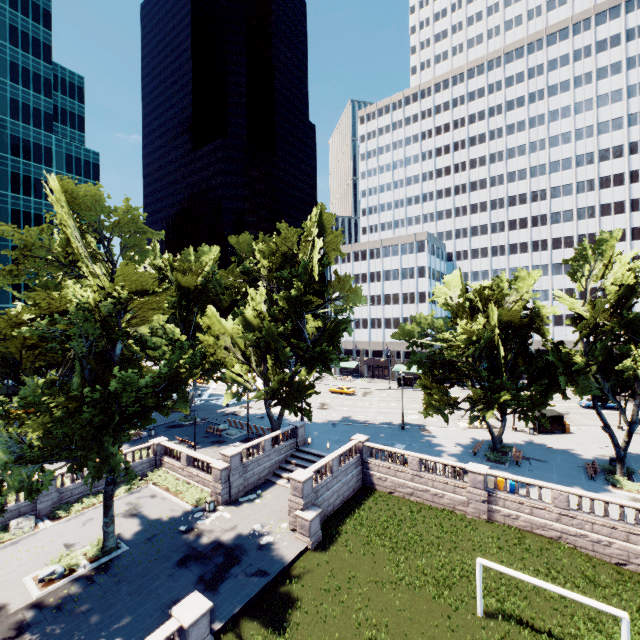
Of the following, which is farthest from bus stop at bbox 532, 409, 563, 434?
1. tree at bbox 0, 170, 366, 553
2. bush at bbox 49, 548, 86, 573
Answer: bush at bbox 49, 548, 86, 573

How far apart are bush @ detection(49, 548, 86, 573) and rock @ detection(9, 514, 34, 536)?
5.31m

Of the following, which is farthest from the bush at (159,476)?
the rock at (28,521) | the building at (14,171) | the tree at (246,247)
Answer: the building at (14,171)

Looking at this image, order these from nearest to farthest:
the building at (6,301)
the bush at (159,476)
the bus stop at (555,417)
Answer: the bush at (159,476), the bus stop at (555,417), the building at (6,301)

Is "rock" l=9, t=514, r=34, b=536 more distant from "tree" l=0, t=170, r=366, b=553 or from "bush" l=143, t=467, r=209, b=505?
"tree" l=0, t=170, r=366, b=553

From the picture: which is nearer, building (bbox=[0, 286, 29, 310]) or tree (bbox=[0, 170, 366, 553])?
tree (bbox=[0, 170, 366, 553])

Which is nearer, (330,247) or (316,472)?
(316,472)
